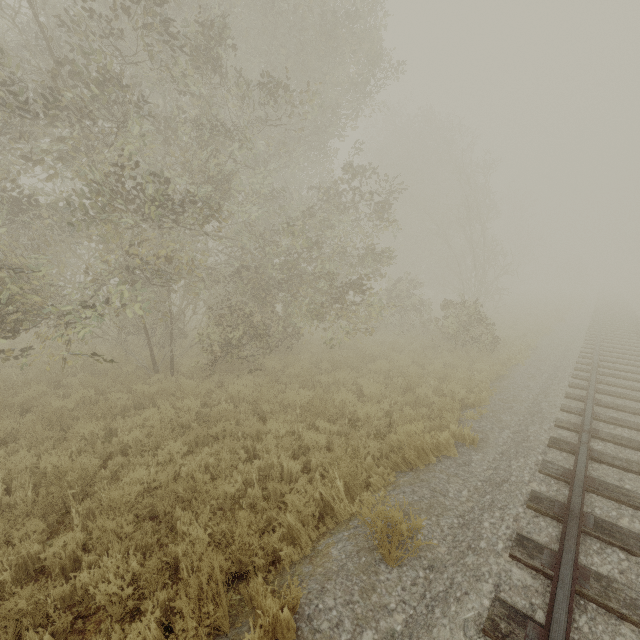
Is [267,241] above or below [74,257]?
above
